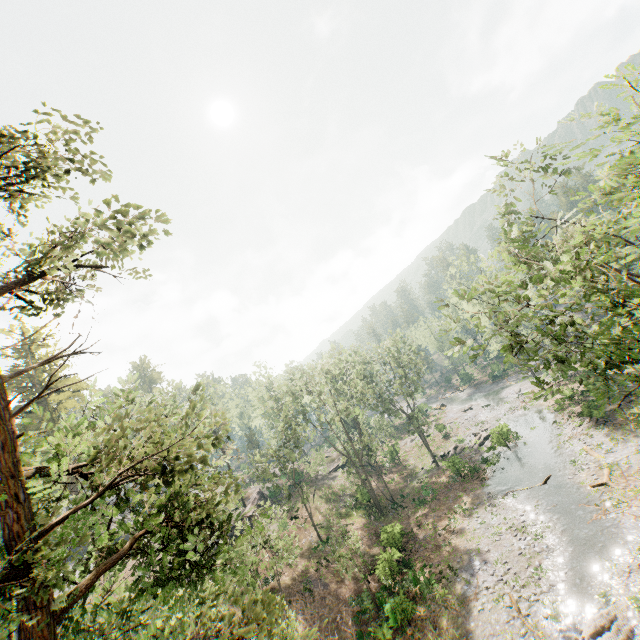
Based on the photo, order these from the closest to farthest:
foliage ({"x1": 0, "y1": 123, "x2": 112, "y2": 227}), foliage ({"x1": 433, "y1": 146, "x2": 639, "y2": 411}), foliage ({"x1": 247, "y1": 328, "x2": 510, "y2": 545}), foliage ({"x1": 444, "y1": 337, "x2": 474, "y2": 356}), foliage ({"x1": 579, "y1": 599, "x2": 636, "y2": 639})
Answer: foliage ({"x1": 433, "y1": 146, "x2": 639, "y2": 411})
foliage ({"x1": 0, "y1": 123, "x2": 112, "y2": 227})
foliage ({"x1": 444, "y1": 337, "x2": 474, "y2": 356})
foliage ({"x1": 579, "y1": 599, "x2": 636, "y2": 639})
foliage ({"x1": 247, "y1": 328, "x2": 510, "y2": 545})

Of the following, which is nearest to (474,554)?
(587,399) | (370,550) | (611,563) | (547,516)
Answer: (547,516)

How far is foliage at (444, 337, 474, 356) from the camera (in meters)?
10.64

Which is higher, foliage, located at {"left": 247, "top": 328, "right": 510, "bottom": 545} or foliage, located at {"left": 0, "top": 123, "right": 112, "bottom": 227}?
foliage, located at {"left": 0, "top": 123, "right": 112, "bottom": 227}

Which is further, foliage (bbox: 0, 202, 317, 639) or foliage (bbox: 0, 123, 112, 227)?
foliage (bbox: 0, 123, 112, 227)

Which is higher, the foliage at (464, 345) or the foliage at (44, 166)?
the foliage at (44, 166)

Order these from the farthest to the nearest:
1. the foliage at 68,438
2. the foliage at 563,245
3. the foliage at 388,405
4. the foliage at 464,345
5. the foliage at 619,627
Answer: the foliage at 388,405 → the foliage at 619,627 → the foliage at 464,345 → the foliage at 563,245 → the foliage at 68,438
